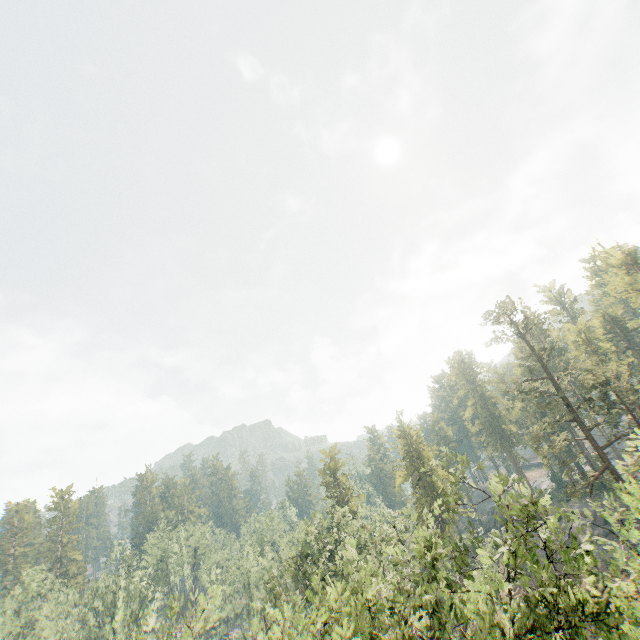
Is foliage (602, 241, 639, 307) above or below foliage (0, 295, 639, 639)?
above

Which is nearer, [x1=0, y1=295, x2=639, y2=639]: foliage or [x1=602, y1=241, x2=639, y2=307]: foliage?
[x1=0, y1=295, x2=639, y2=639]: foliage

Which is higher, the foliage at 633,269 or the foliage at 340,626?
the foliage at 633,269

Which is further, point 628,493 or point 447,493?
point 447,493

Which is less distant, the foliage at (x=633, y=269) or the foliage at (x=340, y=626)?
the foliage at (x=340, y=626)
